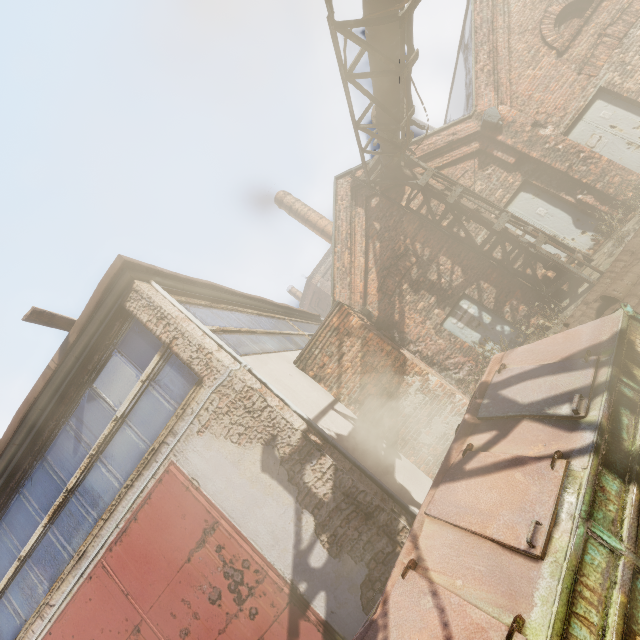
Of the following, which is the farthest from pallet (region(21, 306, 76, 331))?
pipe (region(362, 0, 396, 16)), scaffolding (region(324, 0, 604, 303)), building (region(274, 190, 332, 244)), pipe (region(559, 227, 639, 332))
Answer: building (region(274, 190, 332, 244))

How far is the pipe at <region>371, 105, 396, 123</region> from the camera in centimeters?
680cm

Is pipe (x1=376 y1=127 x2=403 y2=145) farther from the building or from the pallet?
the building

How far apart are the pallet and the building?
13.3 meters

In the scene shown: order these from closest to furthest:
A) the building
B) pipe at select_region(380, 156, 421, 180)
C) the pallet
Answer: the pallet
pipe at select_region(380, 156, 421, 180)
the building

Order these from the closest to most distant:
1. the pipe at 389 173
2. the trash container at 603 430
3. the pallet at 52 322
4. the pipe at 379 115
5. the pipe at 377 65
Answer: the trash container at 603 430, the pallet at 52 322, the pipe at 377 65, the pipe at 379 115, the pipe at 389 173

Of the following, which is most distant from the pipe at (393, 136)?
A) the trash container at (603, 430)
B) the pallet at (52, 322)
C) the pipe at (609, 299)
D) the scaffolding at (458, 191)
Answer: the pallet at (52, 322)

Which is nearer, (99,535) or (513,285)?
(99,535)
